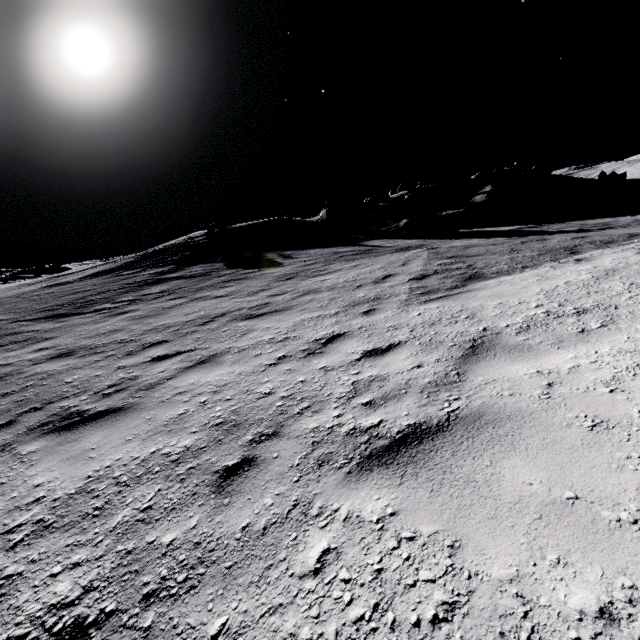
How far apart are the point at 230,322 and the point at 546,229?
16.93m

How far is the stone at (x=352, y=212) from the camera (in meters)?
27.28

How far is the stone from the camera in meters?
27.3
